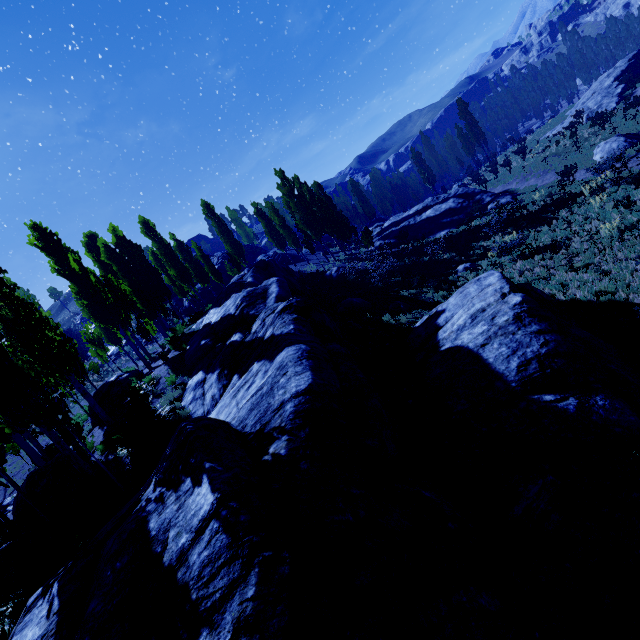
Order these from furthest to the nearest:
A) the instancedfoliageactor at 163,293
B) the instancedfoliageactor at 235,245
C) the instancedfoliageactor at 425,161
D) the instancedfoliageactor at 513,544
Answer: the instancedfoliageactor at 425,161 → the instancedfoliageactor at 235,245 → the instancedfoliageactor at 163,293 → the instancedfoliageactor at 513,544

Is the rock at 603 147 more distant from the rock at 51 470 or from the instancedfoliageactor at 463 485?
the rock at 51 470

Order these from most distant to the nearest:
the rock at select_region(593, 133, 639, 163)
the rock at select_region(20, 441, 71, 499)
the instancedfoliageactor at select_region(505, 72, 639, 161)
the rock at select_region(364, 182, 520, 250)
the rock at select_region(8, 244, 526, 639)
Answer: the rock at select_region(364, 182, 520, 250) → the instancedfoliageactor at select_region(505, 72, 639, 161) → the rock at select_region(593, 133, 639, 163) → the rock at select_region(20, 441, 71, 499) → the rock at select_region(8, 244, 526, 639)

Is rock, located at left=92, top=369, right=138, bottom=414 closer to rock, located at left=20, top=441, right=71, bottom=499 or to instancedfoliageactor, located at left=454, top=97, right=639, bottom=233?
instancedfoliageactor, located at left=454, top=97, right=639, bottom=233

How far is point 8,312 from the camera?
21.67m

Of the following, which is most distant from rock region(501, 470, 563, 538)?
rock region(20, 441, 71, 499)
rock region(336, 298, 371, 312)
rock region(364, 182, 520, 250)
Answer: rock region(364, 182, 520, 250)

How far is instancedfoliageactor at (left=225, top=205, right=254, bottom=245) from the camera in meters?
58.6

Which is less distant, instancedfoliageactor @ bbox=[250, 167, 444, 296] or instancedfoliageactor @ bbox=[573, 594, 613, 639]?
instancedfoliageactor @ bbox=[573, 594, 613, 639]
